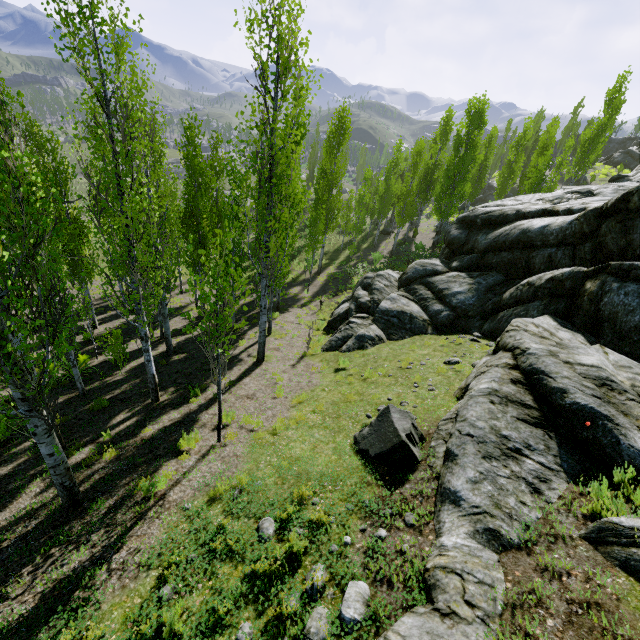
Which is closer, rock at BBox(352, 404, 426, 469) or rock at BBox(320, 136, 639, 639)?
rock at BBox(320, 136, 639, 639)

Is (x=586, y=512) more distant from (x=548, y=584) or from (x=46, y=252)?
(x=46, y=252)

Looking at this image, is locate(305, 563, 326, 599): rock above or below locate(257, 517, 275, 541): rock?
above

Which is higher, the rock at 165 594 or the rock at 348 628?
the rock at 348 628

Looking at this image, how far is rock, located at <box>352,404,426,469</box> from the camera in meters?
6.1 m

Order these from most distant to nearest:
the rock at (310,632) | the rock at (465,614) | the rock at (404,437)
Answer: the rock at (404,437) → the rock at (465,614) → the rock at (310,632)

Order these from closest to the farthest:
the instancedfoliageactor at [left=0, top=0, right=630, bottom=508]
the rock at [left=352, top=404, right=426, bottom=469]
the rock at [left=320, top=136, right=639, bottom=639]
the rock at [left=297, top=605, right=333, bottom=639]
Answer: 1. the rock at [left=297, top=605, right=333, bottom=639]
2. the rock at [left=320, top=136, right=639, bottom=639]
3. the instancedfoliageactor at [left=0, top=0, right=630, bottom=508]
4. the rock at [left=352, top=404, right=426, bottom=469]
